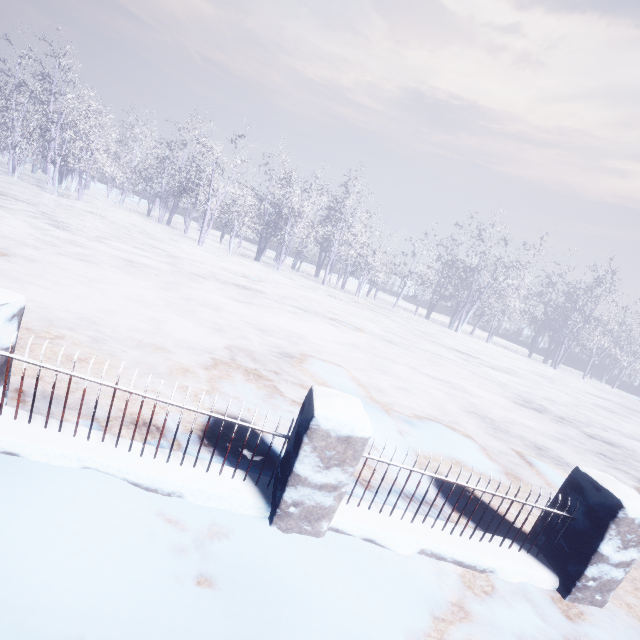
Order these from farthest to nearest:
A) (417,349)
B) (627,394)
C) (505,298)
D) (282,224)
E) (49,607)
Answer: (627,394) < (505,298) < (282,224) < (417,349) < (49,607)
